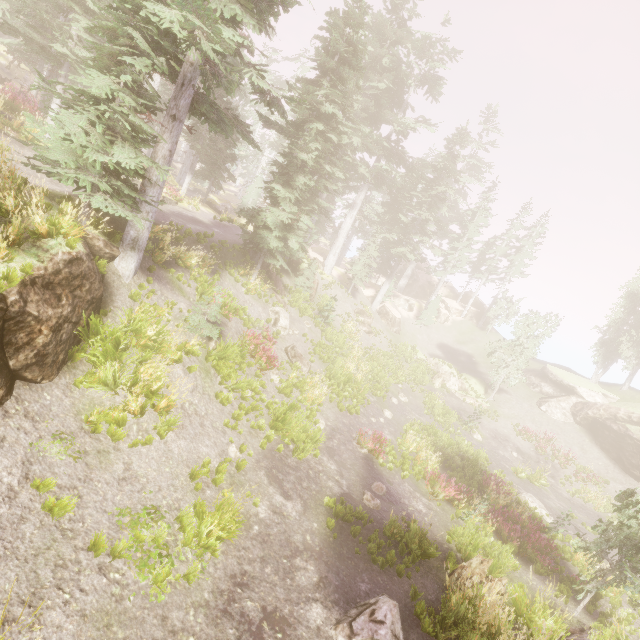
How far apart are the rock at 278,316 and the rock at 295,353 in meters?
0.8 m

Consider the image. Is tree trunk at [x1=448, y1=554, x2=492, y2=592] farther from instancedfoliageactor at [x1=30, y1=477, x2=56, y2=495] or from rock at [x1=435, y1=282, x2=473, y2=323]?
rock at [x1=435, y1=282, x2=473, y2=323]

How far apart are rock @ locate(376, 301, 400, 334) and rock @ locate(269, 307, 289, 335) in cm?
A: 1831

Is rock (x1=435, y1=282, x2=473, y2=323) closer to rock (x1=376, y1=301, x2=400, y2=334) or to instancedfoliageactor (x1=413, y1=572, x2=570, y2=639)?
instancedfoliageactor (x1=413, y1=572, x2=570, y2=639)

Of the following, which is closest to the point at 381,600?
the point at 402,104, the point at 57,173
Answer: the point at 57,173

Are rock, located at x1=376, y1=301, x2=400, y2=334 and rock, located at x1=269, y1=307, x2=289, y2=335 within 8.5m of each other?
no

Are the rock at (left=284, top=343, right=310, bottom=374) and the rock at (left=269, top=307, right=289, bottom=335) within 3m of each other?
yes

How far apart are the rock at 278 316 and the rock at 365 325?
12.2 meters
